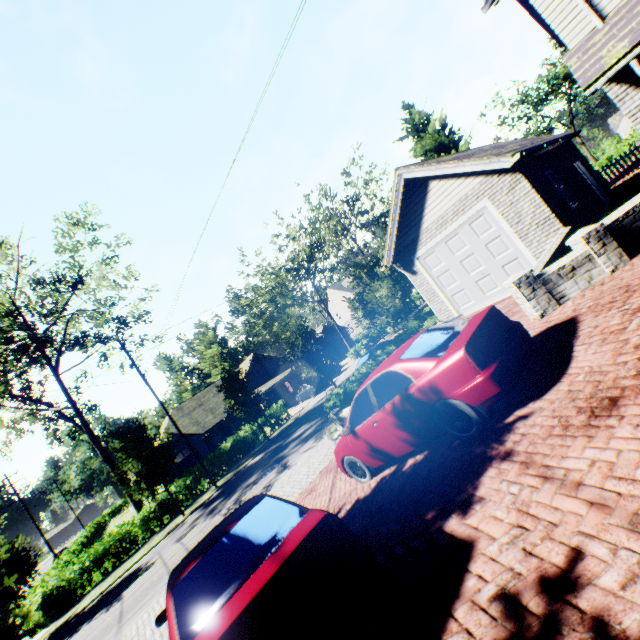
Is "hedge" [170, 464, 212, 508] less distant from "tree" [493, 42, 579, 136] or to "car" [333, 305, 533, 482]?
"tree" [493, 42, 579, 136]

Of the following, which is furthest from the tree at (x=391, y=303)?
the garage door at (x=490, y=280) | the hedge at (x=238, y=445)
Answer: the garage door at (x=490, y=280)

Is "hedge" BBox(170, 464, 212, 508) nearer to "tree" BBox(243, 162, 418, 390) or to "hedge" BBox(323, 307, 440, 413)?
"tree" BBox(243, 162, 418, 390)

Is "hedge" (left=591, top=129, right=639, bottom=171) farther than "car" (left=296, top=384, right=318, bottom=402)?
Yes

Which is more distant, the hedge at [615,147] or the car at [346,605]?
the hedge at [615,147]

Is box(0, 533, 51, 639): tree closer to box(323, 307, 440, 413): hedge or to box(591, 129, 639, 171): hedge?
box(591, 129, 639, 171): hedge

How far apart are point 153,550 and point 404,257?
20.26m

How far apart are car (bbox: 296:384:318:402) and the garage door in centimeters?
1916cm
